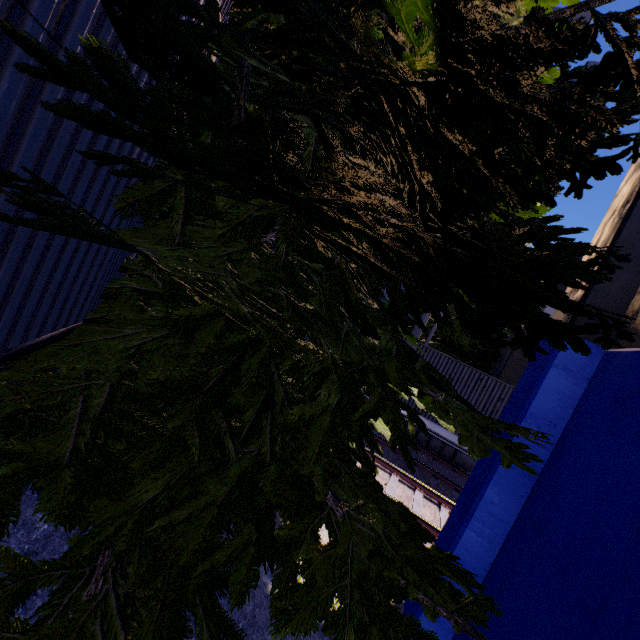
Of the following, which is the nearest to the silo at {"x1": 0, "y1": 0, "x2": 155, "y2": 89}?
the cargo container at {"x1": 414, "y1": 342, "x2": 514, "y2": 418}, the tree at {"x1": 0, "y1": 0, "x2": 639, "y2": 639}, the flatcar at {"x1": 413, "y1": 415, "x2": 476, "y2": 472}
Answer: the tree at {"x1": 0, "y1": 0, "x2": 639, "y2": 639}

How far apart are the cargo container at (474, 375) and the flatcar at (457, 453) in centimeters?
1cm

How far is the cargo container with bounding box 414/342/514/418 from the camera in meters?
10.9

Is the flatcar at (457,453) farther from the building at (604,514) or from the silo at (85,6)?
the silo at (85,6)

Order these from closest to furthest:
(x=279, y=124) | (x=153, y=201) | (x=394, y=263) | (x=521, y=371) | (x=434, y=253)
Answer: (x=279, y=124) → (x=153, y=201) → (x=434, y=253) → (x=394, y=263) → (x=521, y=371)

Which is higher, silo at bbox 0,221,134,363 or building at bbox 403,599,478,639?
silo at bbox 0,221,134,363

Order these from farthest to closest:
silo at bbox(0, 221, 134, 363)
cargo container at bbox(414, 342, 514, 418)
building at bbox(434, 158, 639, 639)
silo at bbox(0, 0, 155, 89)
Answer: cargo container at bbox(414, 342, 514, 418) → building at bbox(434, 158, 639, 639) → silo at bbox(0, 221, 134, 363) → silo at bbox(0, 0, 155, 89)

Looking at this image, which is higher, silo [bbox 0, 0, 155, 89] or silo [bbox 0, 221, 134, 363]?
silo [bbox 0, 0, 155, 89]
